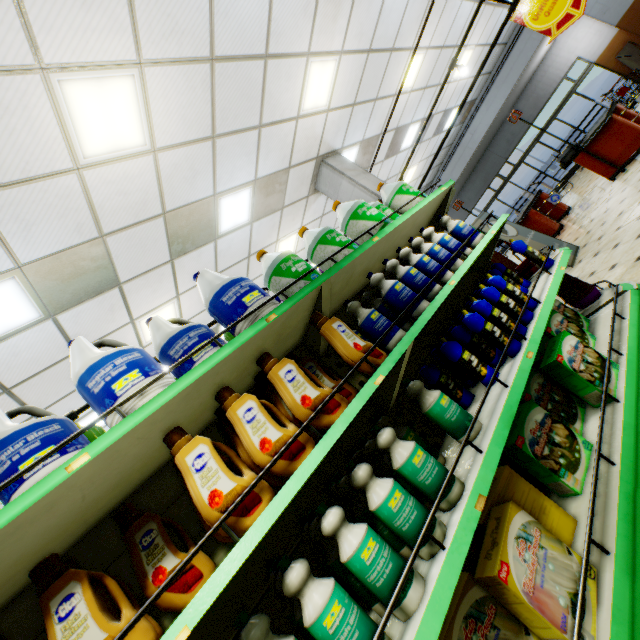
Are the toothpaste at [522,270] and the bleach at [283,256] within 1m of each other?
no

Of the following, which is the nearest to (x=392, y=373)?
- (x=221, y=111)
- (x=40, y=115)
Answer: (x=40, y=115)

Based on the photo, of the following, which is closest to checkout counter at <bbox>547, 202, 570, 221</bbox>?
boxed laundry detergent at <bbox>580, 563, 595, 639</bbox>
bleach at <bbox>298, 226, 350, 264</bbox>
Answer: bleach at <bbox>298, 226, 350, 264</bbox>

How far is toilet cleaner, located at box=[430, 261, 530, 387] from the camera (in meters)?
2.03

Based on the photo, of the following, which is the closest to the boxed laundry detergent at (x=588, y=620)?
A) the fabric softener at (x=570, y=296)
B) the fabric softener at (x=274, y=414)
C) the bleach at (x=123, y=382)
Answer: the fabric softener at (x=274, y=414)

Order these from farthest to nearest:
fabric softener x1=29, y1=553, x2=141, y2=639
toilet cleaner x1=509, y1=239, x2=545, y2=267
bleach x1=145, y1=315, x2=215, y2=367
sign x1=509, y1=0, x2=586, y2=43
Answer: sign x1=509, y1=0, x2=586, y2=43
toilet cleaner x1=509, y1=239, x2=545, y2=267
bleach x1=145, y1=315, x2=215, y2=367
fabric softener x1=29, y1=553, x2=141, y2=639

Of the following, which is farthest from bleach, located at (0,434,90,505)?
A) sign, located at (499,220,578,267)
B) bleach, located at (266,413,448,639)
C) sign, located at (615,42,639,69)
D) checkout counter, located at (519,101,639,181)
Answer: sign, located at (615,42,639,69)

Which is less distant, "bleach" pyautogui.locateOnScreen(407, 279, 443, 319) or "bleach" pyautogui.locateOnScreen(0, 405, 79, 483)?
"bleach" pyautogui.locateOnScreen(0, 405, 79, 483)
